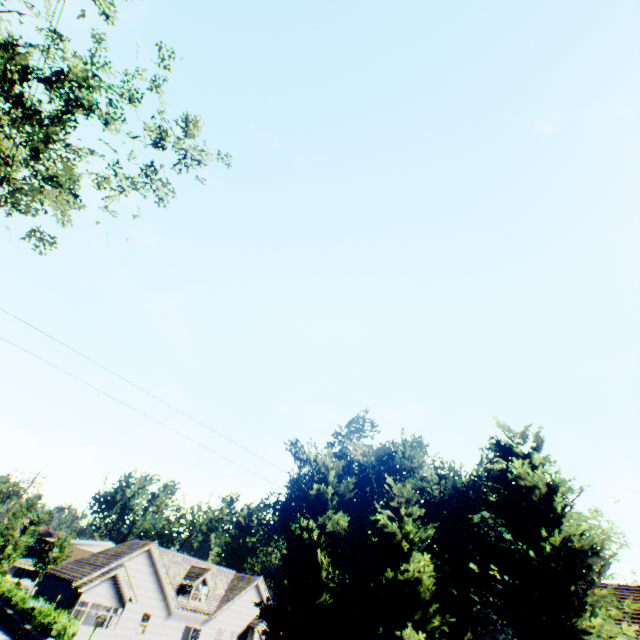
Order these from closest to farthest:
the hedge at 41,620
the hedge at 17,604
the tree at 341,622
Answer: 1. the tree at 341,622
2. the hedge at 41,620
3. the hedge at 17,604

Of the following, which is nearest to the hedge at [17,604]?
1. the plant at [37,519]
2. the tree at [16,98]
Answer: the tree at [16,98]

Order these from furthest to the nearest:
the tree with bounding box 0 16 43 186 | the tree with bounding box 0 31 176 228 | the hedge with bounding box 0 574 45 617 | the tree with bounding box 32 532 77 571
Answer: the tree with bounding box 32 532 77 571, the hedge with bounding box 0 574 45 617, the tree with bounding box 0 31 176 228, the tree with bounding box 0 16 43 186

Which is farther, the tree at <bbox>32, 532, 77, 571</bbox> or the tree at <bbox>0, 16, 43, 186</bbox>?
the tree at <bbox>32, 532, 77, 571</bbox>

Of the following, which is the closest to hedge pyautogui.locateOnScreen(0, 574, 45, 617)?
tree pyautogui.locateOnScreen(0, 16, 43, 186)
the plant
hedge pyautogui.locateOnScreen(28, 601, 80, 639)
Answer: hedge pyautogui.locateOnScreen(28, 601, 80, 639)

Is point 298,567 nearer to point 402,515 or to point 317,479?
point 317,479

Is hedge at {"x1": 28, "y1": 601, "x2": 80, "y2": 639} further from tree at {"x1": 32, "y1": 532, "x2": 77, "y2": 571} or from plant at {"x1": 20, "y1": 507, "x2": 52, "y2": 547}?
plant at {"x1": 20, "y1": 507, "x2": 52, "y2": 547}
